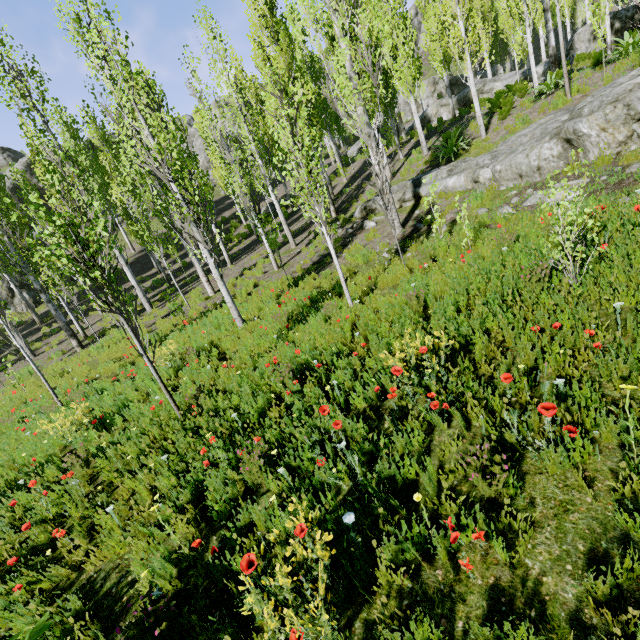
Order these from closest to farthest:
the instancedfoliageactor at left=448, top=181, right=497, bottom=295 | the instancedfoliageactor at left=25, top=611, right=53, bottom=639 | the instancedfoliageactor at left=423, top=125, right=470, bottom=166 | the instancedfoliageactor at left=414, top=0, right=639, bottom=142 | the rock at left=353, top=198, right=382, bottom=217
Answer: the instancedfoliageactor at left=25, top=611, right=53, bottom=639 < the instancedfoliageactor at left=448, top=181, right=497, bottom=295 < the instancedfoliageactor at left=414, top=0, right=639, bottom=142 < the instancedfoliageactor at left=423, top=125, right=470, bottom=166 < the rock at left=353, top=198, right=382, bottom=217

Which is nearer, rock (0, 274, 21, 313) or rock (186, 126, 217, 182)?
rock (0, 274, 21, 313)

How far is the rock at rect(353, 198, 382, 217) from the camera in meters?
13.7 m

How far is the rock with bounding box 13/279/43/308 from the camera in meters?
24.1 m

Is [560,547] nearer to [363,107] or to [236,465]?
[236,465]

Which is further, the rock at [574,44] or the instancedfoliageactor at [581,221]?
the rock at [574,44]

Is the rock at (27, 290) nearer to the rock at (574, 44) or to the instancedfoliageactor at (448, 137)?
the instancedfoliageactor at (448, 137)

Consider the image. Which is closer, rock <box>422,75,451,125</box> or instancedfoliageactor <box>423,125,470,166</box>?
instancedfoliageactor <box>423,125,470,166</box>
